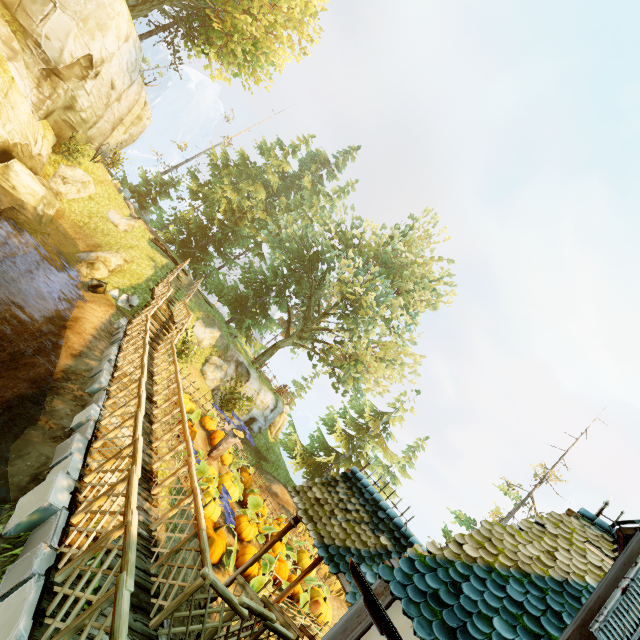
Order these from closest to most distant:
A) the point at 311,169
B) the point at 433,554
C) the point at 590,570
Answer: the point at 433,554, the point at 590,570, the point at 311,169

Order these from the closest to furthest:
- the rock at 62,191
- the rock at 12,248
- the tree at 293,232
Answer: the rock at 12,248 → the rock at 62,191 → the tree at 293,232

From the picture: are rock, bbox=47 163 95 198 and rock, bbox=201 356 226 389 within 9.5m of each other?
no

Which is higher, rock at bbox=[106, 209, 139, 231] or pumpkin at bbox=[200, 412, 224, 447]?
rock at bbox=[106, 209, 139, 231]

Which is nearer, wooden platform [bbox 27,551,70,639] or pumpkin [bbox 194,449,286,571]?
wooden platform [bbox 27,551,70,639]

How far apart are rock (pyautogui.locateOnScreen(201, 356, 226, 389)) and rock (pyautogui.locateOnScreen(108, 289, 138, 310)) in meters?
5.9

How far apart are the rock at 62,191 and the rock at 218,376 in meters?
12.1 m

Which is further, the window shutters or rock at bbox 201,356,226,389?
rock at bbox 201,356,226,389
